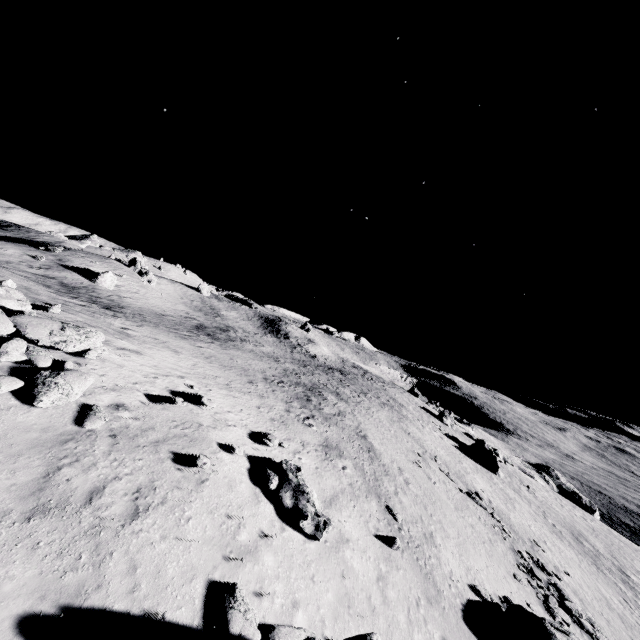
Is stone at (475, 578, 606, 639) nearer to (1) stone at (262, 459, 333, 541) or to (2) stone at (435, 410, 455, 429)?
(1) stone at (262, 459, 333, 541)

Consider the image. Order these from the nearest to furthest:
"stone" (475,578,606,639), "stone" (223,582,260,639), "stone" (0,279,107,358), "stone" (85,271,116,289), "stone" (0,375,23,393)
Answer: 1. "stone" (223,582,260,639)
2. "stone" (0,375,23,393)
3. "stone" (0,279,107,358)
4. "stone" (475,578,606,639)
5. "stone" (85,271,116,289)

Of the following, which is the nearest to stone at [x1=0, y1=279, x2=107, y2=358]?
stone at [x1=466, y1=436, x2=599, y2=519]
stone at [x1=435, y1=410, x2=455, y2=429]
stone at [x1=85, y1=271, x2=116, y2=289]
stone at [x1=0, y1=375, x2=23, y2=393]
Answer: stone at [x1=0, y1=375, x2=23, y2=393]

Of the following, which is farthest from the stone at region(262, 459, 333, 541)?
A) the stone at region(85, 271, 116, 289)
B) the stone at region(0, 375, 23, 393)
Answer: the stone at region(85, 271, 116, 289)

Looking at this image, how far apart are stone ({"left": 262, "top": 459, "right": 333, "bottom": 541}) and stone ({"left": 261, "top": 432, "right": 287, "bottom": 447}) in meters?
1.4 m

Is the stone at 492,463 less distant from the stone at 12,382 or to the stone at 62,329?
the stone at 62,329

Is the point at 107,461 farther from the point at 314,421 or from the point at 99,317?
the point at 99,317

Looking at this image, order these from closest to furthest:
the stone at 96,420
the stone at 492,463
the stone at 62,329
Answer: the stone at 96,420 → the stone at 62,329 → the stone at 492,463
